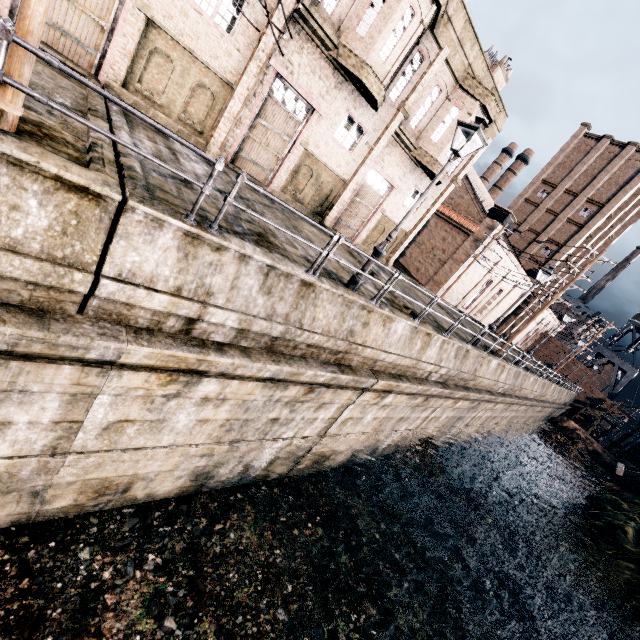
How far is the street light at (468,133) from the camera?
8.49m

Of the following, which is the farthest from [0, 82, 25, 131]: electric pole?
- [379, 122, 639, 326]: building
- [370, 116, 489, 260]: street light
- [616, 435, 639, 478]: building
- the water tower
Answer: the water tower

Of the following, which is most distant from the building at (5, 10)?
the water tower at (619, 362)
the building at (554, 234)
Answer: the water tower at (619, 362)

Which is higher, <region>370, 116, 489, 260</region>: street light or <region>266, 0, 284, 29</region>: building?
<region>266, 0, 284, 29</region>: building

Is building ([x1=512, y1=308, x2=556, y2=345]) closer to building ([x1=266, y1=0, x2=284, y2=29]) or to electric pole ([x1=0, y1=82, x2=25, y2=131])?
building ([x1=266, y1=0, x2=284, y2=29])

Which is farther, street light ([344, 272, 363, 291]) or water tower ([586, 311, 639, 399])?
water tower ([586, 311, 639, 399])

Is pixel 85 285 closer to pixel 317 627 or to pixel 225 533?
pixel 225 533

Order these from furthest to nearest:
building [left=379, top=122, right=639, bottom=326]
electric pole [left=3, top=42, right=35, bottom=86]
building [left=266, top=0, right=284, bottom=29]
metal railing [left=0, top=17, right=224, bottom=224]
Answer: building [left=379, top=122, right=639, bottom=326] < building [left=266, top=0, right=284, bottom=29] < electric pole [left=3, top=42, right=35, bottom=86] < metal railing [left=0, top=17, right=224, bottom=224]
